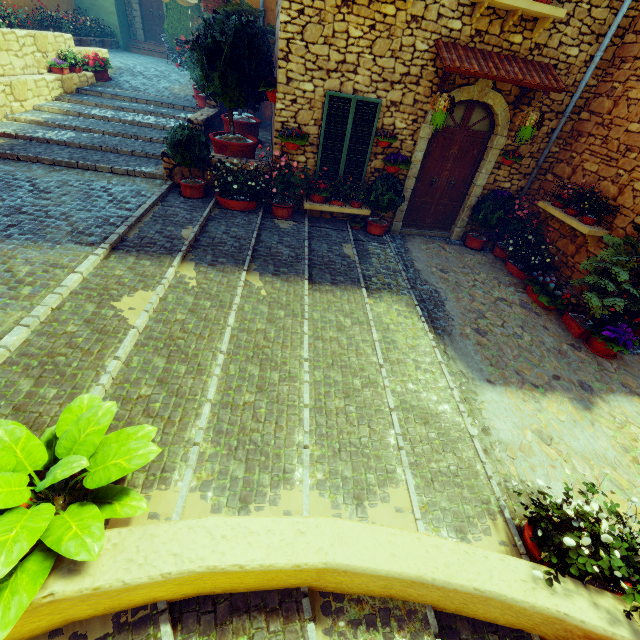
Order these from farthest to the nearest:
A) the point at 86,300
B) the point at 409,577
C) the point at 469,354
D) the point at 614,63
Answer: the point at 614,63, the point at 469,354, the point at 86,300, the point at 409,577

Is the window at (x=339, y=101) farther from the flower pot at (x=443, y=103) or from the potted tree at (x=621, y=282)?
the potted tree at (x=621, y=282)

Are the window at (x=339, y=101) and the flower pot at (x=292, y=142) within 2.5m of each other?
yes

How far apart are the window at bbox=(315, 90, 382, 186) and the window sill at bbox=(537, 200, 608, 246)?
4.06m

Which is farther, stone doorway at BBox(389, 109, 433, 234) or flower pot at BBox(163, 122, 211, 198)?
stone doorway at BBox(389, 109, 433, 234)

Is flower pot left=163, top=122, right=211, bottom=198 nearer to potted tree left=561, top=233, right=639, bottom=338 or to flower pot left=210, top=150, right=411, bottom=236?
flower pot left=210, top=150, right=411, bottom=236

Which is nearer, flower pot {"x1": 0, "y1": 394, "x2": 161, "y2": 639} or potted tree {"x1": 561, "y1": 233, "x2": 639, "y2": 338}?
flower pot {"x1": 0, "y1": 394, "x2": 161, "y2": 639}

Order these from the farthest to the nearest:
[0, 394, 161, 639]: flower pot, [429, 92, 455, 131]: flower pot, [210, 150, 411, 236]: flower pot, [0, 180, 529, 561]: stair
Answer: [210, 150, 411, 236]: flower pot
[429, 92, 455, 131]: flower pot
[0, 180, 529, 561]: stair
[0, 394, 161, 639]: flower pot
